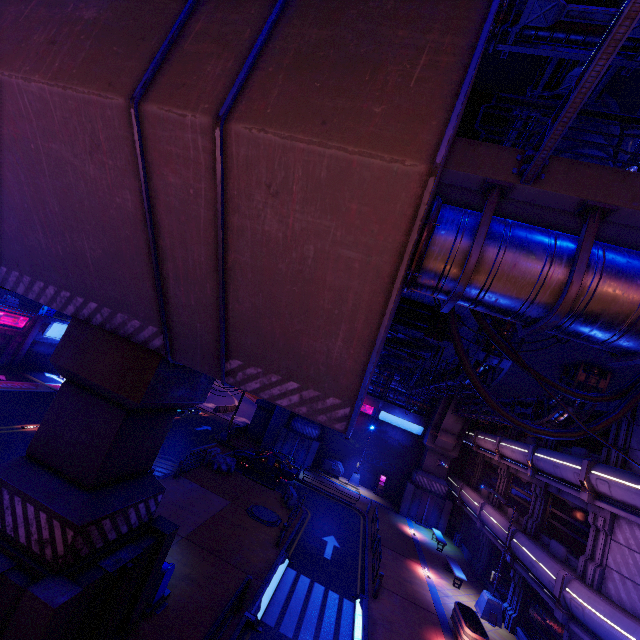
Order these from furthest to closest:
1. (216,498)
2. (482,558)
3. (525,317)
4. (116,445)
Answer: (482,558) < (216,498) < (116,445) < (525,317)

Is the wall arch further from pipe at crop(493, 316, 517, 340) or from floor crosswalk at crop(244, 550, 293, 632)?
floor crosswalk at crop(244, 550, 293, 632)

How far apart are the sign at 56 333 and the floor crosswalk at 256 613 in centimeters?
2755cm

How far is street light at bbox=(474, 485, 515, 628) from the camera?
16.6m

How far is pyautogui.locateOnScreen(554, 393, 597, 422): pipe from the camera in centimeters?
1278cm

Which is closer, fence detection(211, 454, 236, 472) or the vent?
the vent

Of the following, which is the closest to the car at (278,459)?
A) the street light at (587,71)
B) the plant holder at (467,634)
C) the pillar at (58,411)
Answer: the plant holder at (467,634)

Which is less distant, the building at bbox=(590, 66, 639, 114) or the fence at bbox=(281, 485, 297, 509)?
the fence at bbox=(281, 485, 297, 509)
